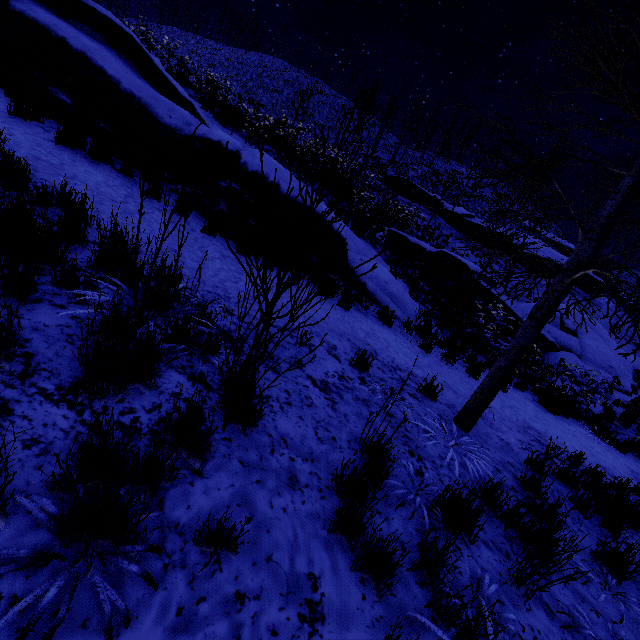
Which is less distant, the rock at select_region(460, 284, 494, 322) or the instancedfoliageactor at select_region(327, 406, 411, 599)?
the instancedfoliageactor at select_region(327, 406, 411, 599)

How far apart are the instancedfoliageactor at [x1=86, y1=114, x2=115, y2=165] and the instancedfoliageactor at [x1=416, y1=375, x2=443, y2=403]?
6.89m

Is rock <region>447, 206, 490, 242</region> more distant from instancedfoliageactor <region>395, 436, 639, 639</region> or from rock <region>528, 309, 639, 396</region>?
instancedfoliageactor <region>395, 436, 639, 639</region>

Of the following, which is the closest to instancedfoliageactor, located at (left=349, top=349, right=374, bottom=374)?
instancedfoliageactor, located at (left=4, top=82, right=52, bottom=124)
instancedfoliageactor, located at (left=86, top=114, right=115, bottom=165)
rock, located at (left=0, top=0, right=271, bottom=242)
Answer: rock, located at (left=0, top=0, right=271, bottom=242)

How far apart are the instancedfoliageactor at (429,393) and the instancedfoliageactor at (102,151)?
6.9m

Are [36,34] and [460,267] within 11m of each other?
no

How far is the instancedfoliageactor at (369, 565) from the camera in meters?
2.0 m

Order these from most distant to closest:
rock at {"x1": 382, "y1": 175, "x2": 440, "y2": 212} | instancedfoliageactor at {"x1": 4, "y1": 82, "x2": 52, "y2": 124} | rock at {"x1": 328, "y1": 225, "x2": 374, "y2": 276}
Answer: rock at {"x1": 382, "y1": 175, "x2": 440, "y2": 212}, rock at {"x1": 328, "y1": 225, "x2": 374, "y2": 276}, instancedfoliageactor at {"x1": 4, "y1": 82, "x2": 52, "y2": 124}
